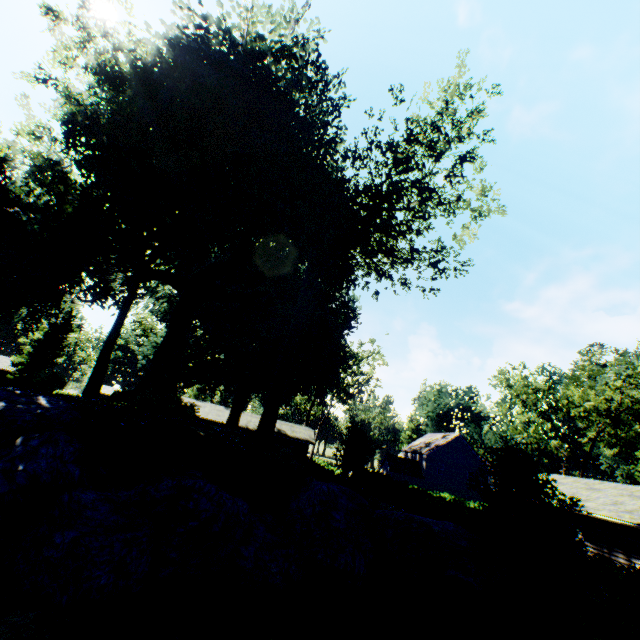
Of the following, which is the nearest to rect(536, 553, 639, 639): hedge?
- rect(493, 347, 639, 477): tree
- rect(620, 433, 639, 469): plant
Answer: rect(493, 347, 639, 477): tree

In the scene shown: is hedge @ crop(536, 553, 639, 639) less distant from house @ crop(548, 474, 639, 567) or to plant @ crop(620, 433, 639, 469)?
house @ crop(548, 474, 639, 567)

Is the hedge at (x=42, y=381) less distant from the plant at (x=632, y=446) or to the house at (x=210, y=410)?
the house at (x=210, y=410)

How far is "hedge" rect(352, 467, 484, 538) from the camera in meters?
16.5 m

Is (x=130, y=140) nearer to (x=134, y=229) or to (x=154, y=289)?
(x=134, y=229)

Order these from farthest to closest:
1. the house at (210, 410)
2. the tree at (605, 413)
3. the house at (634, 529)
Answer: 1. the house at (210, 410)
2. the tree at (605, 413)
3. the house at (634, 529)

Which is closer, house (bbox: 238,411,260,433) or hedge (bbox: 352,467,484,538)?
hedge (bbox: 352,467,484,538)

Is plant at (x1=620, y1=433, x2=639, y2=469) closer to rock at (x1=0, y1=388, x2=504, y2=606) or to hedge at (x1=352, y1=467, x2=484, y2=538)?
hedge at (x1=352, y1=467, x2=484, y2=538)
